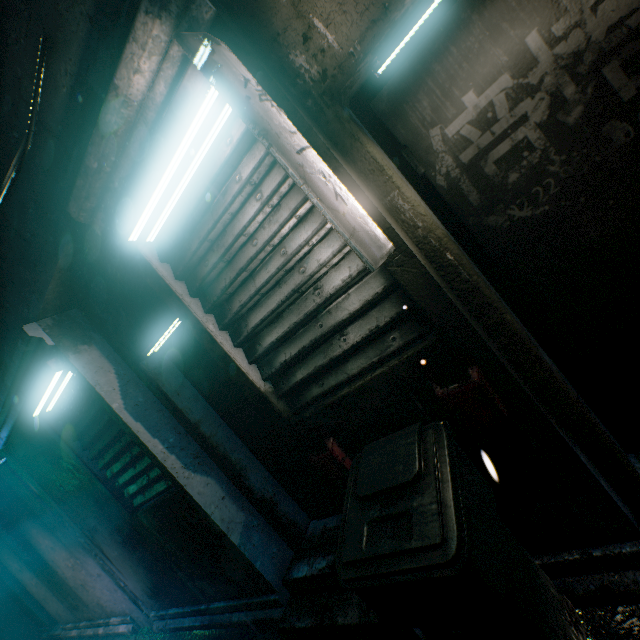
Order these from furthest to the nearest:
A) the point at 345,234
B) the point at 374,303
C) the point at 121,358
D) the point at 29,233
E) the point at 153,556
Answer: the point at 153,556 < the point at 121,358 < the point at 29,233 < the point at 374,303 < the point at 345,234

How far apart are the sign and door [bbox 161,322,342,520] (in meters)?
1.38

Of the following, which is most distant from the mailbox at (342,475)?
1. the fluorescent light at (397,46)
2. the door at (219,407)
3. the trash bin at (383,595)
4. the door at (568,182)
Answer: the fluorescent light at (397,46)

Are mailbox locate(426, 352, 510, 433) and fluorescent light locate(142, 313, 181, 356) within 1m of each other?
no

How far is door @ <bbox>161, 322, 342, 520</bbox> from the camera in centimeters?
264cm

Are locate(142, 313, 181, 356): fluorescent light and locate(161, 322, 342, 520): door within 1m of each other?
yes

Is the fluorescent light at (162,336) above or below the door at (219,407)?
above

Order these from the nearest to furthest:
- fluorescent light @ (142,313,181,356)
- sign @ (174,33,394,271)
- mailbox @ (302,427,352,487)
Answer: sign @ (174,33,394,271), mailbox @ (302,427,352,487), fluorescent light @ (142,313,181,356)
